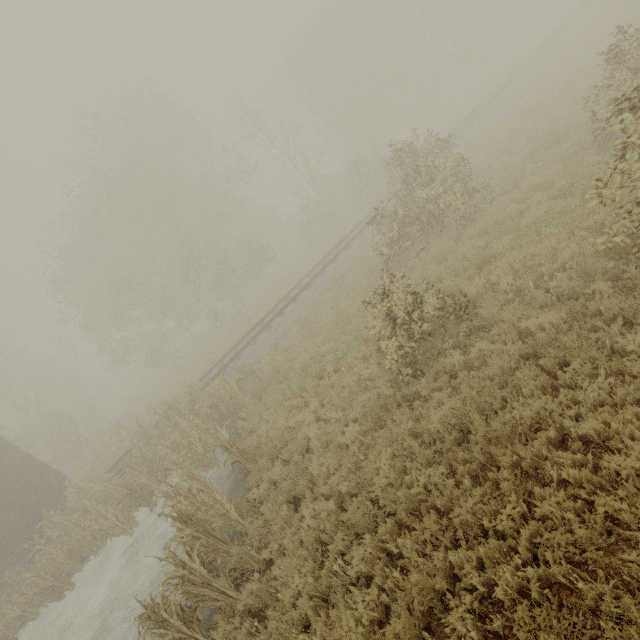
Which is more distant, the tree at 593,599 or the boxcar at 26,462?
the boxcar at 26,462

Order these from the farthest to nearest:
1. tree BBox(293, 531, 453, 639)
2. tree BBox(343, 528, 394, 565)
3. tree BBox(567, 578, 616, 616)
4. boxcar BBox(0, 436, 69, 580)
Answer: boxcar BBox(0, 436, 69, 580) < tree BBox(343, 528, 394, 565) < tree BBox(293, 531, 453, 639) < tree BBox(567, 578, 616, 616)

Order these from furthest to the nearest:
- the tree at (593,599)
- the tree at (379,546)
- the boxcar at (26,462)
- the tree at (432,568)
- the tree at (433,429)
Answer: the boxcar at (26,462), the tree at (433,429), the tree at (379,546), the tree at (432,568), the tree at (593,599)

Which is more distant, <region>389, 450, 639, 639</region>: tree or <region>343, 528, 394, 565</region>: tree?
<region>343, 528, 394, 565</region>: tree

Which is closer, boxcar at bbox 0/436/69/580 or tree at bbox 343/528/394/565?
tree at bbox 343/528/394/565

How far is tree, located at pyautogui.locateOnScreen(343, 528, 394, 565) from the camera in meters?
4.8

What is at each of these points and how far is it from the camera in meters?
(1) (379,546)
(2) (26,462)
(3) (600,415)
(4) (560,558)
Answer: (1) tree, 5.1 m
(2) boxcar, 15.2 m
(3) tree, 4.2 m
(4) tree, 3.7 m
